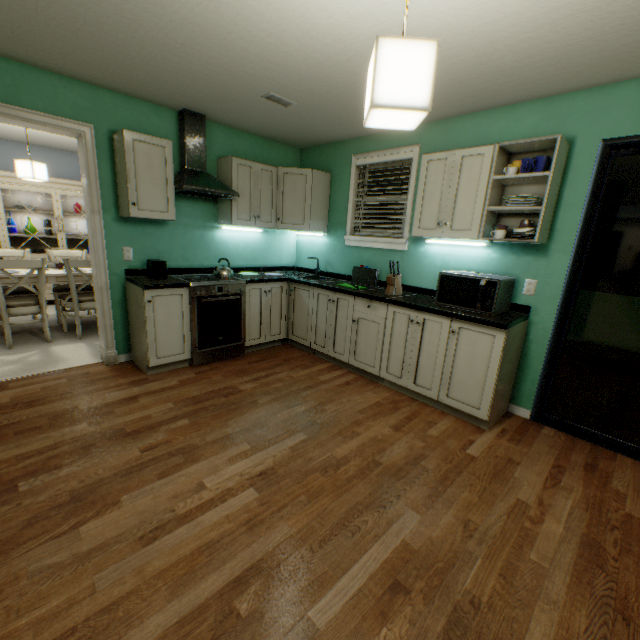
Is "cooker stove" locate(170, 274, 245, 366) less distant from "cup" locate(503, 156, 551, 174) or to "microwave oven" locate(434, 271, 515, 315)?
"microwave oven" locate(434, 271, 515, 315)

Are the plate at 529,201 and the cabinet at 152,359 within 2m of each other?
no

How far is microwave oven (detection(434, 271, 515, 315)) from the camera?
2.4 meters

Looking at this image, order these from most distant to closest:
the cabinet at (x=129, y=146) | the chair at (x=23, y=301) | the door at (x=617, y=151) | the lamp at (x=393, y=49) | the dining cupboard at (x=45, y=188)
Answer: the dining cupboard at (x=45, y=188) → the chair at (x=23, y=301) → the cabinet at (x=129, y=146) → the door at (x=617, y=151) → the lamp at (x=393, y=49)

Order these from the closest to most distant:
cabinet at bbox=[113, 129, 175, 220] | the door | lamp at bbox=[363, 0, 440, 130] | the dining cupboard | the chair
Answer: lamp at bbox=[363, 0, 440, 130], the door, cabinet at bbox=[113, 129, 175, 220], the chair, the dining cupboard

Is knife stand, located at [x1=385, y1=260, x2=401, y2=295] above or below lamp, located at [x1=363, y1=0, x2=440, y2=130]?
below

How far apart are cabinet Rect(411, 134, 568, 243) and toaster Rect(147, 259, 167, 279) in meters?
2.4

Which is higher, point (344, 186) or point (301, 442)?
point (344, 186)
